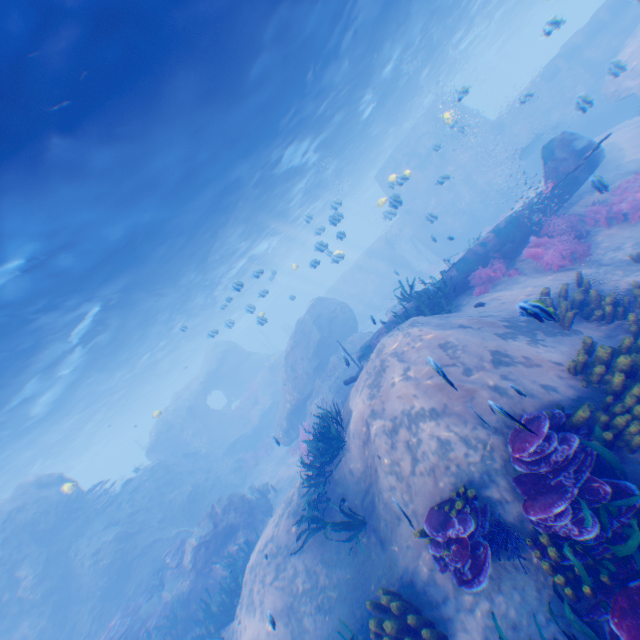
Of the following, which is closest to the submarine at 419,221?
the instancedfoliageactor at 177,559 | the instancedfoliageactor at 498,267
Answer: the instancedfoliageactor at 498,267

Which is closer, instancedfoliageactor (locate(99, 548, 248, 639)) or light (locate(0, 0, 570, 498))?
light (locate(0, 0, 570, 498))

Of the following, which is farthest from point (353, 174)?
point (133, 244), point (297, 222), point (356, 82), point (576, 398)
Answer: point (576, 398)

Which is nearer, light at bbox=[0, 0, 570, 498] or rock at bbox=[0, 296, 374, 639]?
light at bbox=[0, 0, 570, 498]

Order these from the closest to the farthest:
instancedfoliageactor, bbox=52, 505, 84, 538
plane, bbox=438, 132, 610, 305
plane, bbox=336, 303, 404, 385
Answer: plane, bbox=438, 132, 610, 305
plane, bbox=336, 303, 404, 385
instancedfoliageactor, bbox=52, 505, 84, 538

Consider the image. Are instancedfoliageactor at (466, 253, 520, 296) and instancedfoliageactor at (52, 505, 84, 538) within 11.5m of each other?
no

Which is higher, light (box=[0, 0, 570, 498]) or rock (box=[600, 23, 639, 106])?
light (box=[0, 0, 570, 498])

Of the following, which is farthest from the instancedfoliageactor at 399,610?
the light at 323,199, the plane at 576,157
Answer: the light at 323,199
